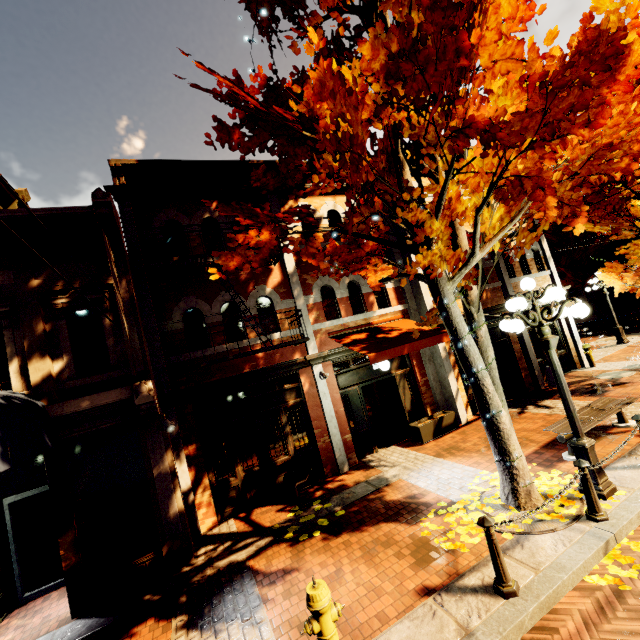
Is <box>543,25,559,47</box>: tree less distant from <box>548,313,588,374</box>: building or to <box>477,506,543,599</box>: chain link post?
<box>548,313,588,374</box>: building

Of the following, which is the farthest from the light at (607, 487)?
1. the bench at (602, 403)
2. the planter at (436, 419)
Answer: the planter at (436, 419)

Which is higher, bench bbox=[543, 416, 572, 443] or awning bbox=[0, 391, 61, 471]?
awning bbox=[0, 391, 61, 471]

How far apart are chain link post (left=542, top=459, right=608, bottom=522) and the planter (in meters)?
4.70

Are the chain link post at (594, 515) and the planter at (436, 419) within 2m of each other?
no

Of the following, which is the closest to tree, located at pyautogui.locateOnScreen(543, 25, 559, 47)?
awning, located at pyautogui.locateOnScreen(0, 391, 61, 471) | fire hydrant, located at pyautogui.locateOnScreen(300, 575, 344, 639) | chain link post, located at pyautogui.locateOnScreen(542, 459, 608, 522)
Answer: awning, located at pyautogui.locateOnScreen(0, 391, 61, 471)

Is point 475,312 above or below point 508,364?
→ above
